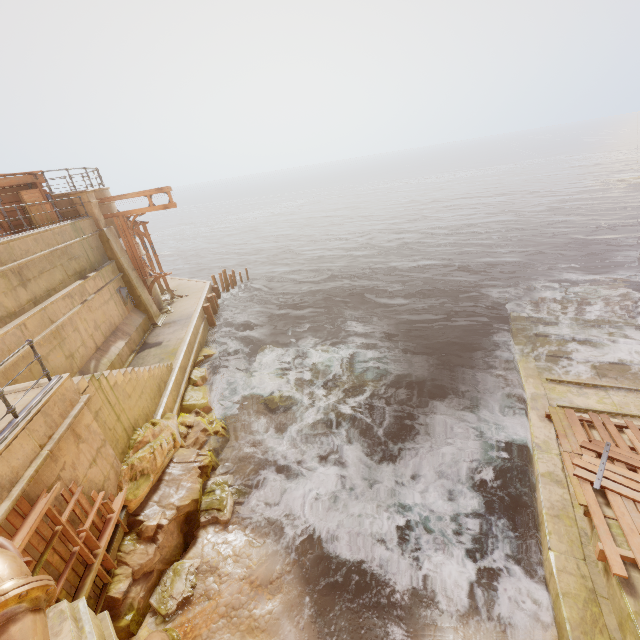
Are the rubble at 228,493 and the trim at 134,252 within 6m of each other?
no

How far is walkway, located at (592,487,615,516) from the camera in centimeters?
657cm

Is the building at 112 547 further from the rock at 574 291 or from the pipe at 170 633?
the rock at 574 291

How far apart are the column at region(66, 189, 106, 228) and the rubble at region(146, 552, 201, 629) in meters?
14.3

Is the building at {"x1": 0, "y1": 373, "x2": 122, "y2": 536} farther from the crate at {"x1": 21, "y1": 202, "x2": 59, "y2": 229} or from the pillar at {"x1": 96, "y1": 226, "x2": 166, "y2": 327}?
the pillar at {"x1": 96, "y1": 226, "x2": 166, "y2": 327}

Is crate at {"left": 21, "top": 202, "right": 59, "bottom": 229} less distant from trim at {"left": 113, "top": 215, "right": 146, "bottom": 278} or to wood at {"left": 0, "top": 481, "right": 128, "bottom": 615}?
trim at {"left": 113, "top": 215, "right": 146, "bottom": 278}

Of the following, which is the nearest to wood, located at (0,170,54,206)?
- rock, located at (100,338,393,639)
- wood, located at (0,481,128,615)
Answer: rock, located at (100,338,393,639)

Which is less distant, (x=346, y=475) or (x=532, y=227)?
(x=346, y=475)
